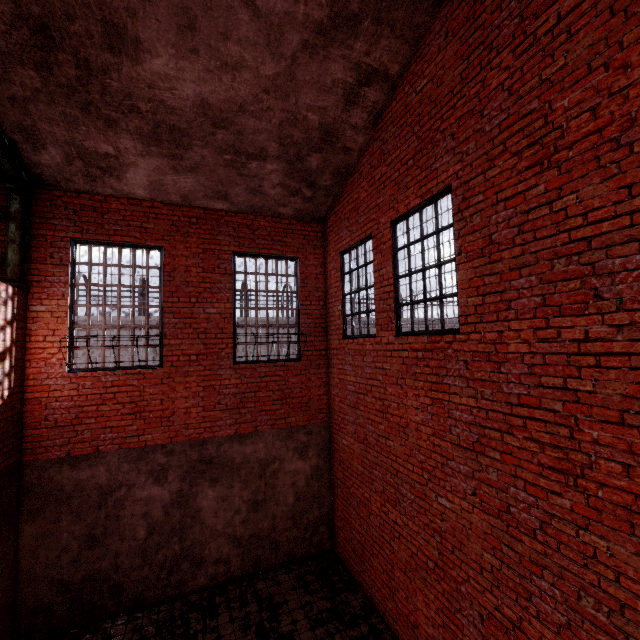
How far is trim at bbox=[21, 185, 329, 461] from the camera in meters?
5.9

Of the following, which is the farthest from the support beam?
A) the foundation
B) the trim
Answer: the foundation

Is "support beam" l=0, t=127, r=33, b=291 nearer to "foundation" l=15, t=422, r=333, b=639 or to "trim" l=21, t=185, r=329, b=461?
"trim" l=21, t=185, r=329, b=461

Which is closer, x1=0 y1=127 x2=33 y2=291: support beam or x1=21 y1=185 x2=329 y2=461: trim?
x1=0 y1=127 x2=33 y2=291: support beam

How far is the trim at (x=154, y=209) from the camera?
5.9m

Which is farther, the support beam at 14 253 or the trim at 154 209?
the trim at 154 209

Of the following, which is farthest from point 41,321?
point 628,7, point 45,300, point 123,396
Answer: point 628,7
